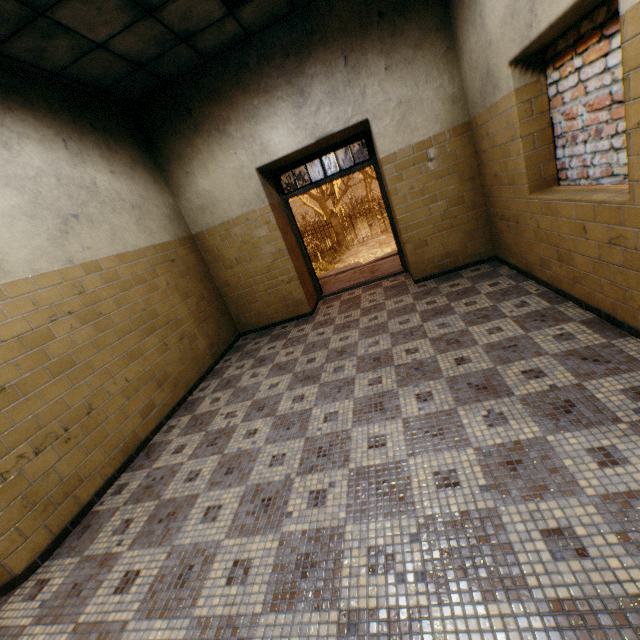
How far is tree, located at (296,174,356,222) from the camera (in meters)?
24.84

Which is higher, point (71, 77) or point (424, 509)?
point (71, 77)

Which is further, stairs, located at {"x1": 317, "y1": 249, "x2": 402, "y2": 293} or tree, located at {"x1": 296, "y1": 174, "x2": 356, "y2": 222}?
tree, located at {"x1": 296, "y1": 174, "x2": 356, "y2": 222}

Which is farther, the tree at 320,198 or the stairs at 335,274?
A: the tree at 320,198

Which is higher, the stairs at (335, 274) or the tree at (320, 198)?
the tree at (320, 198)

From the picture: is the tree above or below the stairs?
above

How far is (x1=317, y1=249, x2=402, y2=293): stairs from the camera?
6.8 meters
